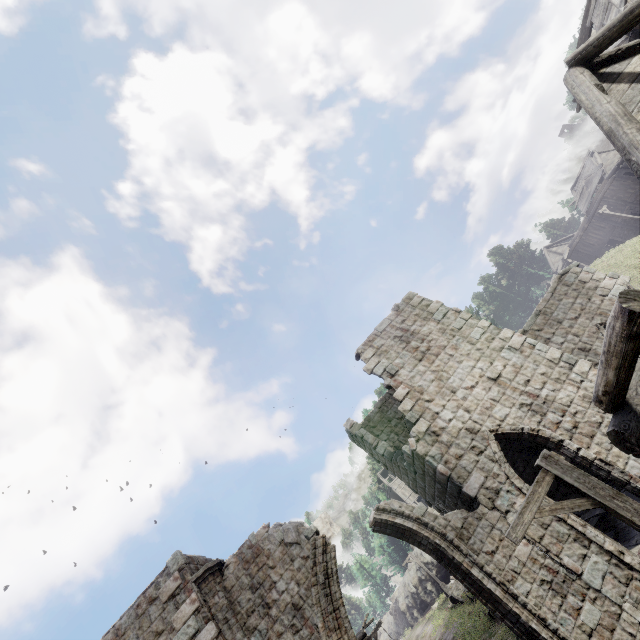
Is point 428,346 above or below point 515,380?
above

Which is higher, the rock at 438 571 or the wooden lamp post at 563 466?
the rock at 438 571

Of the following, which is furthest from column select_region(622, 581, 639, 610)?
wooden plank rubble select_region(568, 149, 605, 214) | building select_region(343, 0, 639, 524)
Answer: wooden plank rubble select_region(568, 149, 605, 214)

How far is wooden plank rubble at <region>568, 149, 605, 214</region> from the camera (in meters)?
35.28

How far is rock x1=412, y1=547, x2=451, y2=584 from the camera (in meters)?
35.53

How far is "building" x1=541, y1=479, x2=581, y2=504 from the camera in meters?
8.9 m

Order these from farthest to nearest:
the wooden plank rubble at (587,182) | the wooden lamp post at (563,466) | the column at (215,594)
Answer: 1. the wooden plank rubble at (587,182)
2. the column at (215,594)
3. the wooden lamp post at (563,466)

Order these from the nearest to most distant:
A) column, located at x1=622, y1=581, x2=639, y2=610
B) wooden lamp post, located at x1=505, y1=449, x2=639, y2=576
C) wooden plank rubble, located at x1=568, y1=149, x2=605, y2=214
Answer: wooden lamp post, located at x1=505, y1=449, x2=639, y2=576
column, located at x1=622, y1=581, x2=639, y2=610
wooden plank rubble, located at x1=568, y1=149, x2=605, y2=214
